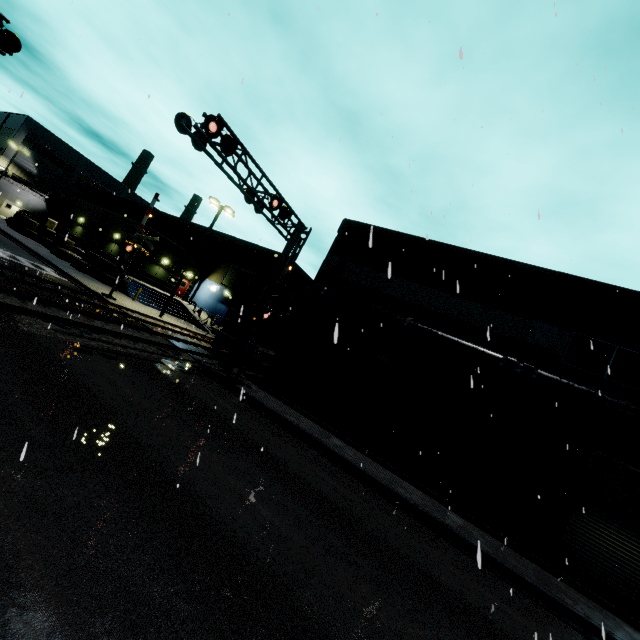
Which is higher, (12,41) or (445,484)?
(12,41)

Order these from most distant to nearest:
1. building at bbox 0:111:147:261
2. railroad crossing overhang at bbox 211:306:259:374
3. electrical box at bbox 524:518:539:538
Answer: building at bbox 0:111:147:261
railroad crossing overhang at bbox 211:306:259:374
electrical box at bbox 524:518:539:538

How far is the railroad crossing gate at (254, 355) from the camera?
15.0 meters

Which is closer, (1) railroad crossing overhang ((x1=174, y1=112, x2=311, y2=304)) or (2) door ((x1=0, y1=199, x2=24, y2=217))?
(1) railroad crossing overhang ((x1=174, y1=112, x2=311, y2=304))

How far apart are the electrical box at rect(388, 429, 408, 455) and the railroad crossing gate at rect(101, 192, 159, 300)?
18.67m

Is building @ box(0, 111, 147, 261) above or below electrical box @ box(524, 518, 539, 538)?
above

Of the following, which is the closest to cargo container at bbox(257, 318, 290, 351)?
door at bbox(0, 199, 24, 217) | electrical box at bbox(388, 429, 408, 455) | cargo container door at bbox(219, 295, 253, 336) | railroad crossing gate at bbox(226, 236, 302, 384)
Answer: cargo container door at bbox(219, 295, 253, 336)

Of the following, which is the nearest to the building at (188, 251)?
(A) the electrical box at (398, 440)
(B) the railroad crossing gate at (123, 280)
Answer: (A) the electrical box at (398, 440)
